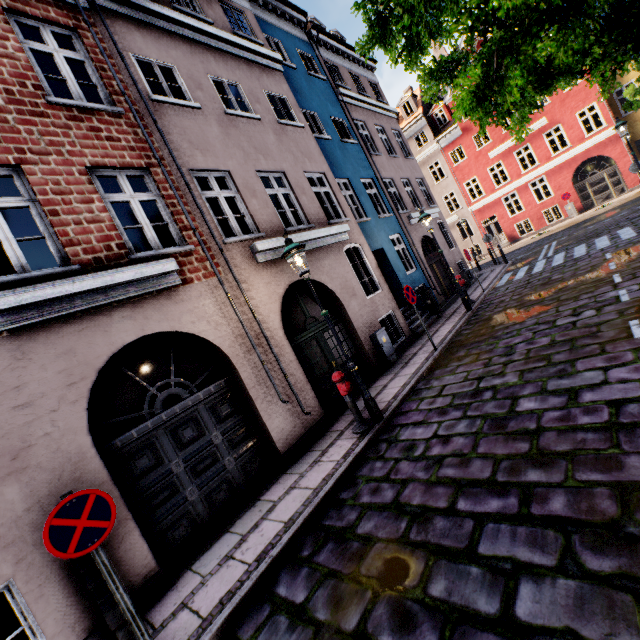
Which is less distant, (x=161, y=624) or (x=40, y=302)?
(x=161, y=624)

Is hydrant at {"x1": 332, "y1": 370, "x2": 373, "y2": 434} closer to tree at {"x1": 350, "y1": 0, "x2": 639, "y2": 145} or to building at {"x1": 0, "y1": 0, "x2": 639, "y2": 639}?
building at {"x1": 0, "y1": 0, "x2": 639, "y2": 639}

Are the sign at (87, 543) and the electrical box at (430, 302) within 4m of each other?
no

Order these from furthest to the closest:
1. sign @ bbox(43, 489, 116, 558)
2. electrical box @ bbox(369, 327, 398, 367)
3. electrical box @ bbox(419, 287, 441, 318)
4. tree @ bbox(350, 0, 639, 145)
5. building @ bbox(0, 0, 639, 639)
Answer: electrical box @ bbox(419, 287, 441, 318)
electrical box @ bbox(369, 327, 398, 367)
building @ bbox(0, 0, 639, 639)
tree @ bbox(350, 0, 639, 145)
sign @ bbox(43, 489, 116, 558)

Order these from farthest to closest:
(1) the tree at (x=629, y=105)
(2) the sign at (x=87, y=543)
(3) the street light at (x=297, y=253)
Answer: (1) the tree at (x=629, y=105) → (3) the street light at (x=297, y=253) → (2) the sign at (x=87, y=543)

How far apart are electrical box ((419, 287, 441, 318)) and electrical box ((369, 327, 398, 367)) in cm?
377

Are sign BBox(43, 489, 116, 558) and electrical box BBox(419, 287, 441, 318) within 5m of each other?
no

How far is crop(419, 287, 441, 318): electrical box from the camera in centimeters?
1252cm
